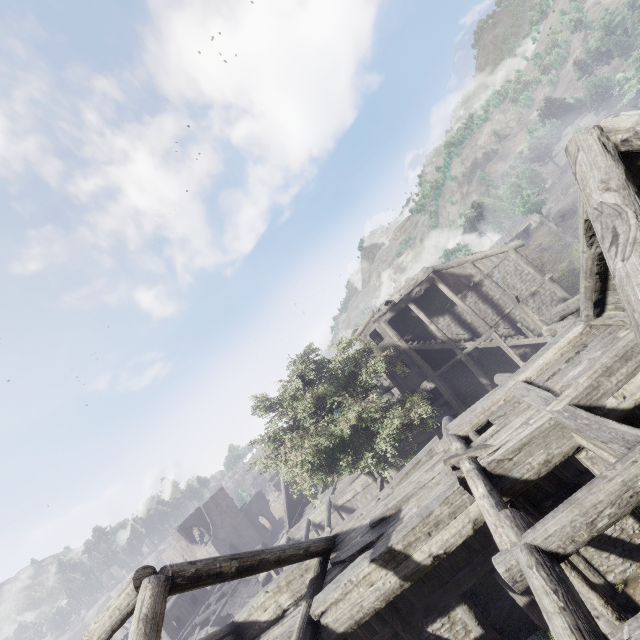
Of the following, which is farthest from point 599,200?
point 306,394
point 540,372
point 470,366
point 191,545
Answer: point 191,545
